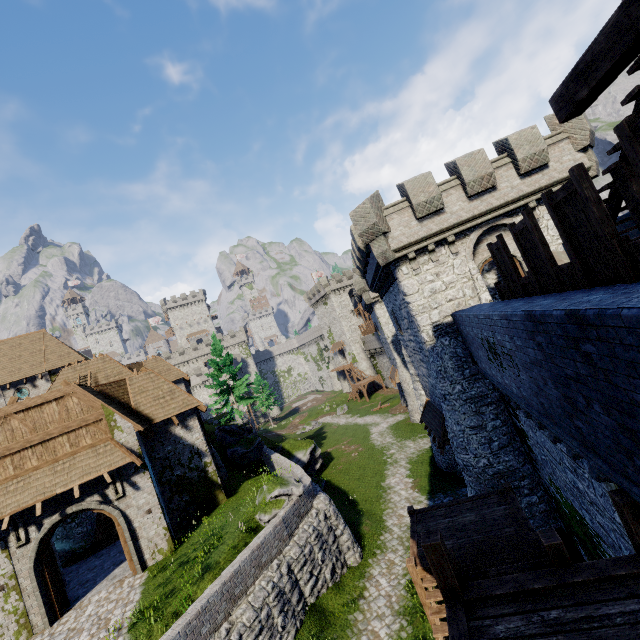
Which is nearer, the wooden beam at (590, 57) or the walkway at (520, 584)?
the wooden beam at (590, 57)

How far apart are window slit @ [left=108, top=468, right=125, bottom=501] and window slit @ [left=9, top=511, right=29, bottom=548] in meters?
3.0

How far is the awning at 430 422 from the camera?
17.2m

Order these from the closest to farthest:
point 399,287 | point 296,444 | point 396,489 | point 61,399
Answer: point 61,399, point 399,287, point 396,489, point 296,444

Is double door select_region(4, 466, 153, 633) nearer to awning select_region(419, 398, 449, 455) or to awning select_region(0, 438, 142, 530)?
awning select_region(0, 438, 142, 530)

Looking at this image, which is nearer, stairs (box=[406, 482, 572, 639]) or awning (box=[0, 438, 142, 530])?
stairs (box=[406, 482, 572, 639])

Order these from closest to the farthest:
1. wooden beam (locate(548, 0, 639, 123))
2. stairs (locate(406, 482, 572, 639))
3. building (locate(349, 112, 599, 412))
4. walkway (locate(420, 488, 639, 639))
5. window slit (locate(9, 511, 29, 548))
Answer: wooden beam (locate(548, 0, 639, 123))
walkway (locate(420, 488, 639, 639))
stairs (locate(406, 482, 572, 639))
window slit (locate(9, 511, 29, 548))
building (locate(349, 112, 599, 412))

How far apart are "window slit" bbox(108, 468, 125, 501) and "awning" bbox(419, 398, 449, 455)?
15.57m
